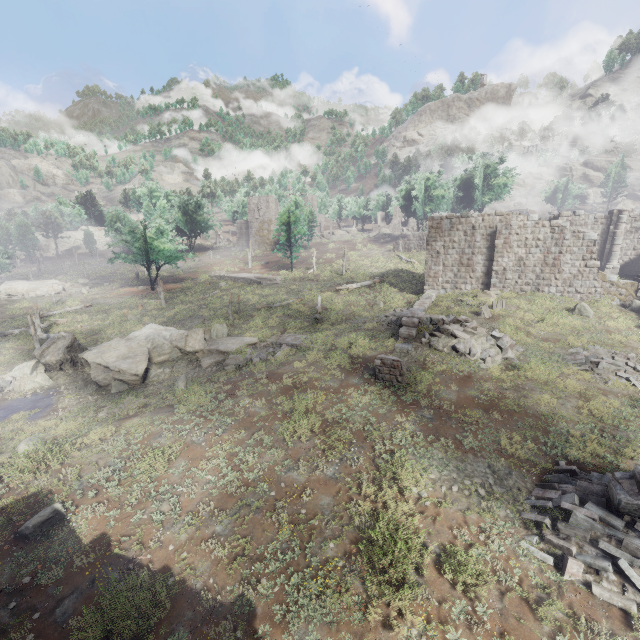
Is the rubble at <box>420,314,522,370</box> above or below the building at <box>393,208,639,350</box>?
below

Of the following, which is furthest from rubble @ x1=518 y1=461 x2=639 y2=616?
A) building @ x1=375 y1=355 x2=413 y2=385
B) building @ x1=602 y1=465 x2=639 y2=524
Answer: building @ x1=375 y1=355 x2=413 y2=385

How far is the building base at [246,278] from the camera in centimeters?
4378cm

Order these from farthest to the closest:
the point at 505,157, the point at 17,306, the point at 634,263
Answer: the point at 505,157
the point at 17,306
the point at 634,263

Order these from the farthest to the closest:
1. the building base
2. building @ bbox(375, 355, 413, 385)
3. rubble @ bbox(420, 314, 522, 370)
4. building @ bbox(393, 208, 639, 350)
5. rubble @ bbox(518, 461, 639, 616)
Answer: the building base < building @ bbox(393, 208, 639, 350) < rubble @ bbox(420, 314, 522, 370) < building @ bbox(375, 355, 413, 385) < rubble @ bbox(518, 461, 639, 616)

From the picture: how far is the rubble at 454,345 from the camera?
15.6 meters

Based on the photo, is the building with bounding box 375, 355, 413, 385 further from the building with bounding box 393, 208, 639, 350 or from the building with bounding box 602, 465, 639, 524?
the building with bounding box 602, 465, 639, 524

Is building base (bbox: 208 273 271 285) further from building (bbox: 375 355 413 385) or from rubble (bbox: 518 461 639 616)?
rubble (bbox: 518 461 639 616)
